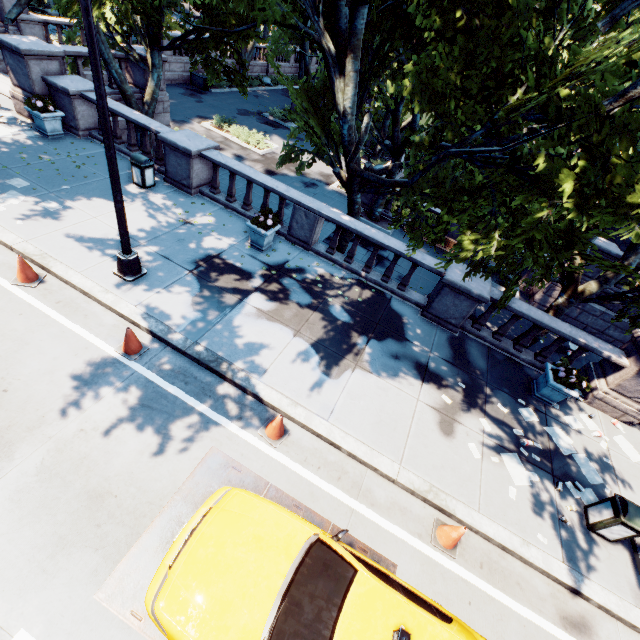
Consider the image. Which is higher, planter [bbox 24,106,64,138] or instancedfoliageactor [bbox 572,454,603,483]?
planter [bbox 24,106,64,138]

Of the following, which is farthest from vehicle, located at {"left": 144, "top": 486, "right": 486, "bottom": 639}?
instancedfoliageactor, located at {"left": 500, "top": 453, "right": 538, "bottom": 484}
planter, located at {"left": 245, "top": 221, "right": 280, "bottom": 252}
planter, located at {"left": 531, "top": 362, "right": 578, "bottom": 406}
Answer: planter, located at {"left": 245, "top": 221, "right": 280, "bottom": 252}

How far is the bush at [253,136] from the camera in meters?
21.1

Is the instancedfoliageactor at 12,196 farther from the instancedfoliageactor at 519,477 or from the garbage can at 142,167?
the instancedfoliageactor at 519,477

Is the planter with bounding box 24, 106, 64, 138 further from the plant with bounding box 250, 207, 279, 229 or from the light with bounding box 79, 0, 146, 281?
the plant with bounding box 250, 207, 279, 229

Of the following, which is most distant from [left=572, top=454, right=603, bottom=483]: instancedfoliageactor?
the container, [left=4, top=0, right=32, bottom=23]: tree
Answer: the container

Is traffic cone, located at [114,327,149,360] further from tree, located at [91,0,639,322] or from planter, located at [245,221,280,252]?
tree, located at [91,0,639,322]

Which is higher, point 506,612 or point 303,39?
point 303,39
